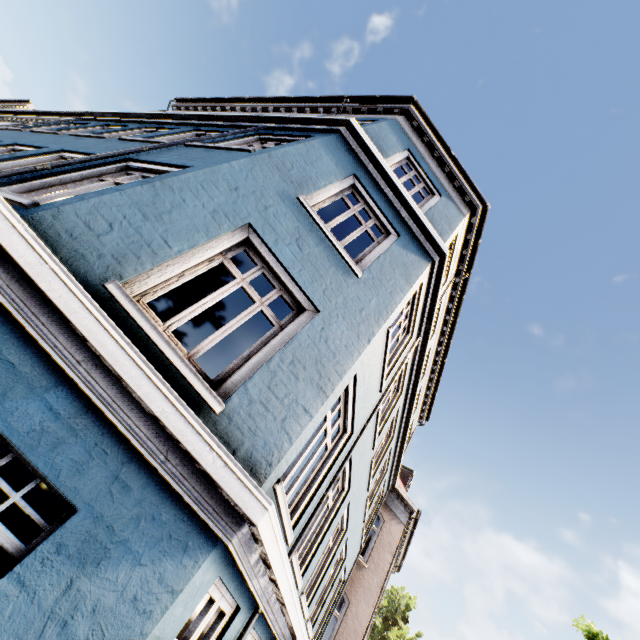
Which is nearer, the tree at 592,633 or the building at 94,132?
the building at 94,132

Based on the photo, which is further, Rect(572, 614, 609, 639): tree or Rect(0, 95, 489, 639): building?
Rect(572, 614, 609, 639): tree

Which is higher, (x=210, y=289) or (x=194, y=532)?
(x=210, y=289)
